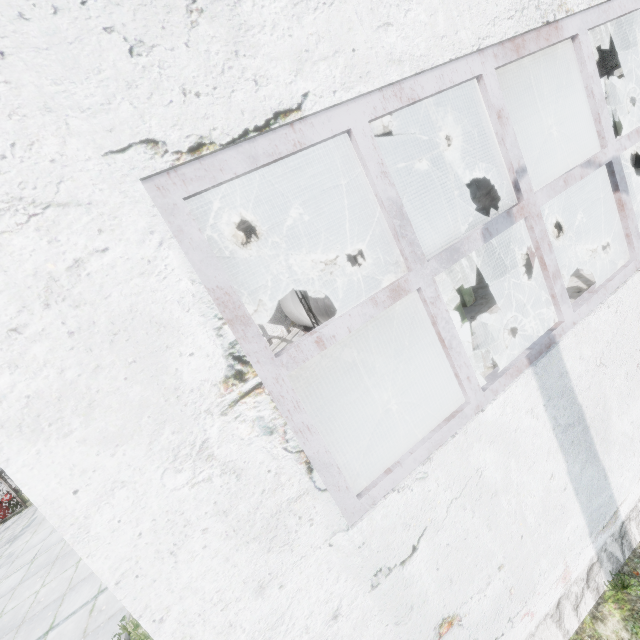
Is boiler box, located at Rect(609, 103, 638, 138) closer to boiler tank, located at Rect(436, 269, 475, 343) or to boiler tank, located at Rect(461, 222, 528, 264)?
boiler tank, located at Rect(461, 222, 528, 264)

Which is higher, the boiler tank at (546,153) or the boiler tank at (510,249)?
the boiler tank at (546,153)

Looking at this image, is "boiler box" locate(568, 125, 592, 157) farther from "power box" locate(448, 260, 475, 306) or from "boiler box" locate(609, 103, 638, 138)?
"power box" locate(448, 260, 475, 306)

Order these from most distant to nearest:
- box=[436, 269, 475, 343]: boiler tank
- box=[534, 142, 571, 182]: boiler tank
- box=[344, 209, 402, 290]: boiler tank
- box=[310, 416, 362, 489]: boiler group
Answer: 1. box=[534, 142, 571, 182]: boiler tank
2. box=[344, 209, 402, 290]: boiler tank
3. box=[436, 269, 475, 343]: boiler tank
4. box=[310, 416, 362, 489]: boiler group

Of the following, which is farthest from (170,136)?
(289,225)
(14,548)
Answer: (289,225)

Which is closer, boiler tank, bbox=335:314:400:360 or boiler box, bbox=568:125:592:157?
Answer: boiler tank, bbox=335:314:400:360

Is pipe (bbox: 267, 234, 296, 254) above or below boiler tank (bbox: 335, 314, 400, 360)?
above

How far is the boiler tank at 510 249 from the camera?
12.9m
